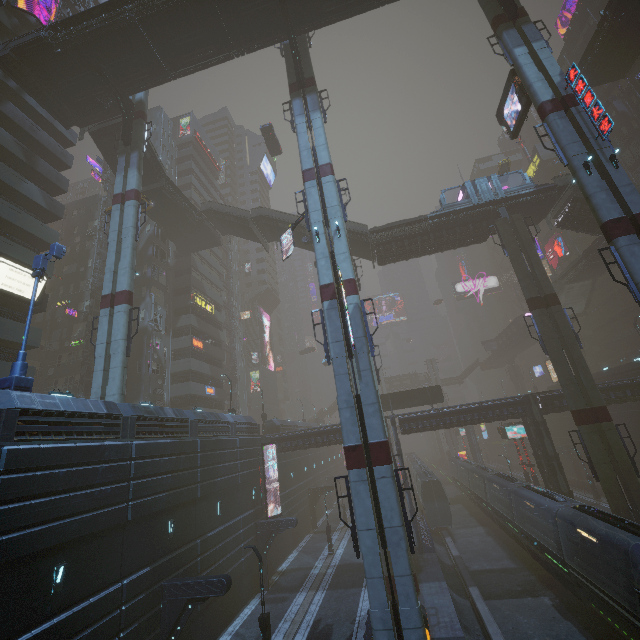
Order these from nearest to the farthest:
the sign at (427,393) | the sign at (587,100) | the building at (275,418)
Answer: the sign at (587,100)
the sign at (427,393)
the building at (275,418)

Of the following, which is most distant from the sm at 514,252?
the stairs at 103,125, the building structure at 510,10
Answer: the stairs at 103,125

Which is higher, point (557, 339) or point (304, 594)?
point (557, 339)

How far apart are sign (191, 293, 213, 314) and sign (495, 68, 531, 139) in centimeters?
3803cm

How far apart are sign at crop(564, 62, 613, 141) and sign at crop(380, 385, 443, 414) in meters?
27.9 m

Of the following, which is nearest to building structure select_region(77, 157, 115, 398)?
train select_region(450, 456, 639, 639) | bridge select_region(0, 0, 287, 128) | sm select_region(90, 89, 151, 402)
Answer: bridge select_region(0, 0, 287, 128)

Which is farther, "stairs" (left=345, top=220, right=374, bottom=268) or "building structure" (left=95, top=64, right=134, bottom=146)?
"stairs" (left=345, top=220, right=374, bottom=268)

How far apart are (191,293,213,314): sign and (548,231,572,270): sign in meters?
59.3 m
